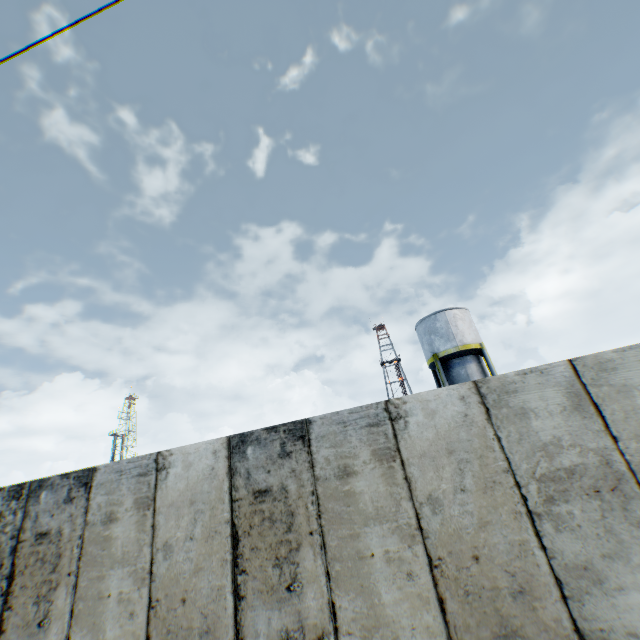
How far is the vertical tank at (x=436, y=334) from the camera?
21.41m

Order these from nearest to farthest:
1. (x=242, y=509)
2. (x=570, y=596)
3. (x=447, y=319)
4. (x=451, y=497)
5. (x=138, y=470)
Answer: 1. (x=570, y=596)
2. (x=451, y=497)
3. (x=242, y=509)
4. (x=138, y=470)
5. (x=447, y=319)

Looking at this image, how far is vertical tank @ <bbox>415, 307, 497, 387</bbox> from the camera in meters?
21.4
